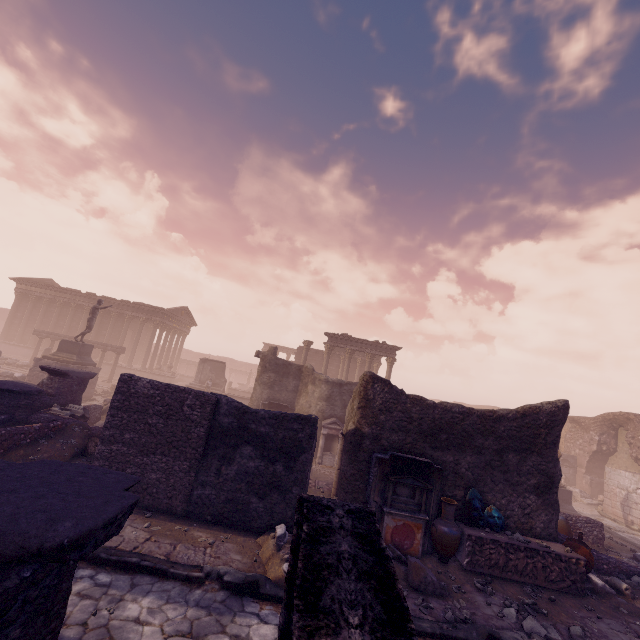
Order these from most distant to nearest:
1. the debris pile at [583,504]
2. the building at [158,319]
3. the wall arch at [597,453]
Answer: the building at [158,319] < the wall arch at [597,453] < the debris pile at [583,504]

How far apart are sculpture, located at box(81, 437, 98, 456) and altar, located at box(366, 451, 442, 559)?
8.6m

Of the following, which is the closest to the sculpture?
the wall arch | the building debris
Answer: the building debris

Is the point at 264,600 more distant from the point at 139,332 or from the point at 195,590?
the point at 139,332

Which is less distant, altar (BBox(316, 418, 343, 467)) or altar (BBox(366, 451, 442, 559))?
altar (BBox(366, 451, 442, 559))

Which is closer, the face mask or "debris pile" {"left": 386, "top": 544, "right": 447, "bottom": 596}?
"debris pile" {"left": 386, "top": 544, "right": 447, "bottom": 596}

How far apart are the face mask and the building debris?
12.73m

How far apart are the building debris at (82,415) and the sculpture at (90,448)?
1.2m
